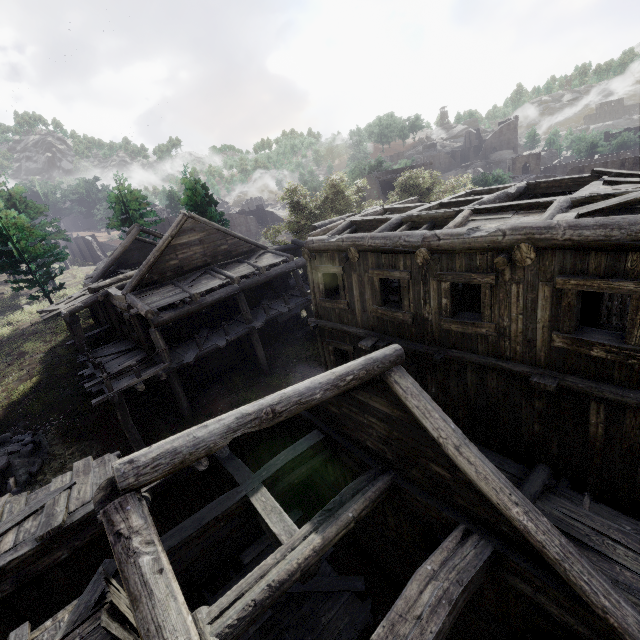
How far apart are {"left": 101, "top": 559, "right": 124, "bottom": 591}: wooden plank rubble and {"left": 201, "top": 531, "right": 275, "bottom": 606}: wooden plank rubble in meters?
4.5

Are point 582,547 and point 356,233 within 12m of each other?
yes

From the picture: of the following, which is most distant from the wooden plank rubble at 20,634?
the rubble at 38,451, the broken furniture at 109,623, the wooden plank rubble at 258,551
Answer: the rubble at 38,451

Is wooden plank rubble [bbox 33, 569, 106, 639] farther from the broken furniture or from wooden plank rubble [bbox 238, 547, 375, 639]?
wooden plank rubble [bbox 238, 547, 375, 639]

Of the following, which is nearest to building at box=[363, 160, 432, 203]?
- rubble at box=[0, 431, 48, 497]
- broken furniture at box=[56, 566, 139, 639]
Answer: rubble at box=[0, 431, 48, 497]

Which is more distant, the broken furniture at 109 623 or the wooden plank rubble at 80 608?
the wooden plank rubble at 80 608

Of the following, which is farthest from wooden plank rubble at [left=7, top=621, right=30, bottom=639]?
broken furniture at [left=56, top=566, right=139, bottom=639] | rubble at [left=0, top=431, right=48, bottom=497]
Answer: rubble at [left=0, top=431, right=48, bottom=497]

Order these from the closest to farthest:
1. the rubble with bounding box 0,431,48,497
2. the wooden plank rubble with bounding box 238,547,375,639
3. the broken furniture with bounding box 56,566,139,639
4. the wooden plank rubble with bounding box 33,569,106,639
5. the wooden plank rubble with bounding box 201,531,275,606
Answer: the broken furniture with bounding box 56,566,139,639, the wooden plank rubble with bounding box 33,569,106,639, the wooden plank rubble with bounding box 238,547,375,639, the wooden plank rubble with bounding box 201,531,275,606, the rubble with bounding box 0,431,48,497
